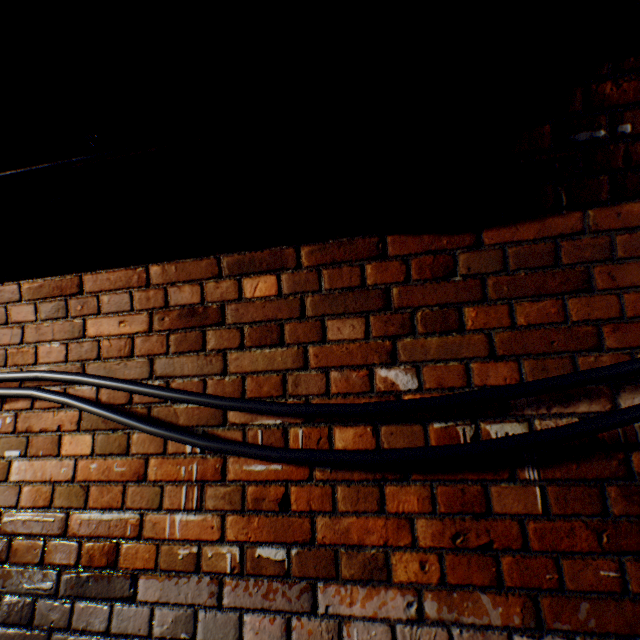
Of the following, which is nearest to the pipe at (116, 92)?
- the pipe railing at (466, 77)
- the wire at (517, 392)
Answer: the pipe railing at (466, 77)

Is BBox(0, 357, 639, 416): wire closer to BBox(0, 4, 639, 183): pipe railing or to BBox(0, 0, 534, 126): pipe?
BBox(0, 4, 639, 183): pipe railing

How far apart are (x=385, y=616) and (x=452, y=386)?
0.71m

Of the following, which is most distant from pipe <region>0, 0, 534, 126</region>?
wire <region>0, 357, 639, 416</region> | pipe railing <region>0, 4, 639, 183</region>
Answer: wire <region>0, 357, 639, 416</region>

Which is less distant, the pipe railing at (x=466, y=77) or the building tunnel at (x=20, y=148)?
the pipe railing at (x=466, y=77)

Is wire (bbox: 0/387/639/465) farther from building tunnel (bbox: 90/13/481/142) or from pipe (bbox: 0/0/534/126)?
pipe (bbox: 0/0/534/126)

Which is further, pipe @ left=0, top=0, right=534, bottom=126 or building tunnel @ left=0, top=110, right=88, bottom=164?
building tunnel @ left=0, top=110, right=88, bottom=164
